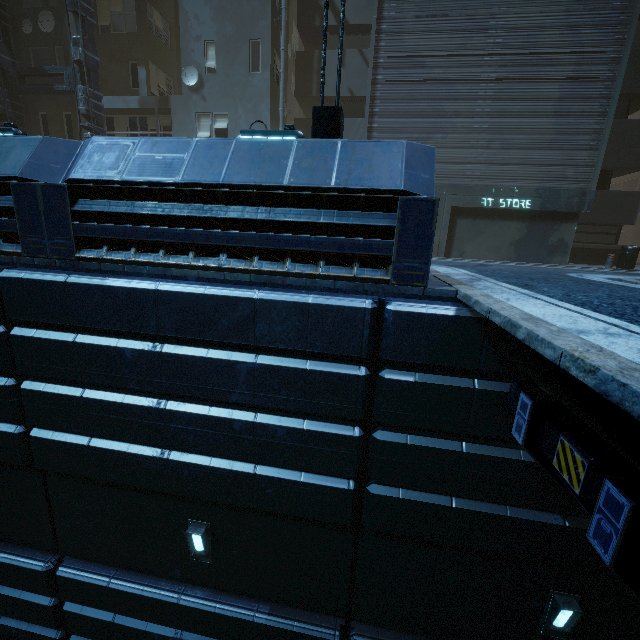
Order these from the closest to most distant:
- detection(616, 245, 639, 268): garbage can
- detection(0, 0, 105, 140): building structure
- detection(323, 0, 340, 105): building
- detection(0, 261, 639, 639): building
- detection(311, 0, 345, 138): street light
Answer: detection(0, 261, 639, 639): building < detection(311, 0, 345, 138): street light < detection(616, 245, 639, 268): garbage can < detection(0, 0, 105, 140): building structure < detection(323, 0, 340, 105): building

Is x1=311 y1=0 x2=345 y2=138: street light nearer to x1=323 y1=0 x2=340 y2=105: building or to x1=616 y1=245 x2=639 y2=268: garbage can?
x1=323 y1=0 x2=340 y2=105: building

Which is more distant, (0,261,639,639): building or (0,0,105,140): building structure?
(0,0,105,140): building structure

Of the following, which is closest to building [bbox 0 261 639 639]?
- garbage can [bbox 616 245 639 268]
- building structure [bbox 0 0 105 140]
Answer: building structure [bbox 0 0 105 140]

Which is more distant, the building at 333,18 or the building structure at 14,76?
the building at 333,18

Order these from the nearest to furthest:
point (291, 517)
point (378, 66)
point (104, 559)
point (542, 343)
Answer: point (542, 343) < point (291, 517) < point (104, 559) < point (378, 66)

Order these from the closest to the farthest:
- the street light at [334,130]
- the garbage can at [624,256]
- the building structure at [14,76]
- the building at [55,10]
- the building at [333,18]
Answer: the street light at [334,130] < the garbage can at [624,256] < the building structure at [14,76] < the building at [333,18] < the building at [55,10]
